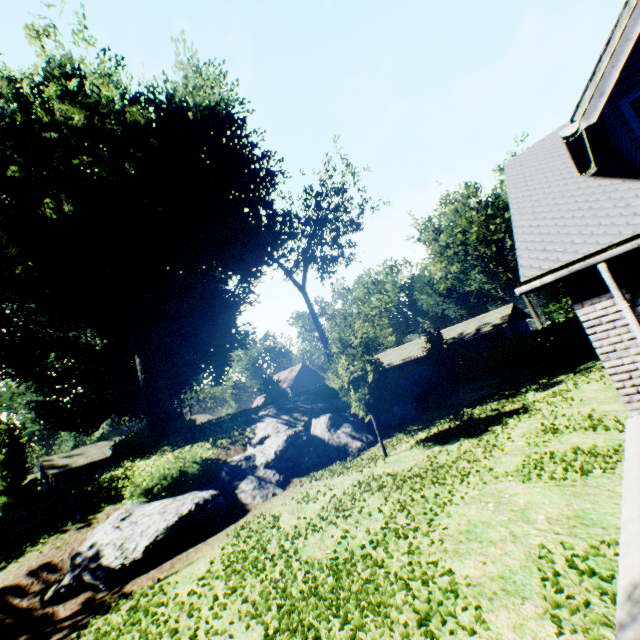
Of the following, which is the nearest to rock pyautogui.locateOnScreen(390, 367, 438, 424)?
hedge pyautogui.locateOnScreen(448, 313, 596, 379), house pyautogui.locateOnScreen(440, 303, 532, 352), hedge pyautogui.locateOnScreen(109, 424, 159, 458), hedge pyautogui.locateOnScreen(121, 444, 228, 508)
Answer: hedge pyautogui.locateOnScreen(121, 444, 228, 508)

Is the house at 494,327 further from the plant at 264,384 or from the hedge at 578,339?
the plant at 264,384

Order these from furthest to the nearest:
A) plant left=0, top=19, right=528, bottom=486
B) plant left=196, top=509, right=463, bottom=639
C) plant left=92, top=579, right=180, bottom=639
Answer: plant left=0, top=19, right=528, bottom=486
plant left=92, top=579, right=180, bottom=639
plant left=196, top=509, right=463, bottom=639

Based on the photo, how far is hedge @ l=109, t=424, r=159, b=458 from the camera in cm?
1855

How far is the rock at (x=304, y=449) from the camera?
7.92m

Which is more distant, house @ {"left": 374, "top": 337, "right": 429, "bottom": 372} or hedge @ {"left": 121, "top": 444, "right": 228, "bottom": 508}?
house @ {"left": 374, "top": 337, "right": 429, "bottom": 372}

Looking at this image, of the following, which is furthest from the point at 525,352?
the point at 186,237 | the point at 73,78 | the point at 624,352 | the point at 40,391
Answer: the point at 40,391

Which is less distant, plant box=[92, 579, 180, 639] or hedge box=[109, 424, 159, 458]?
plant box=[92, 579, 180, 639]
